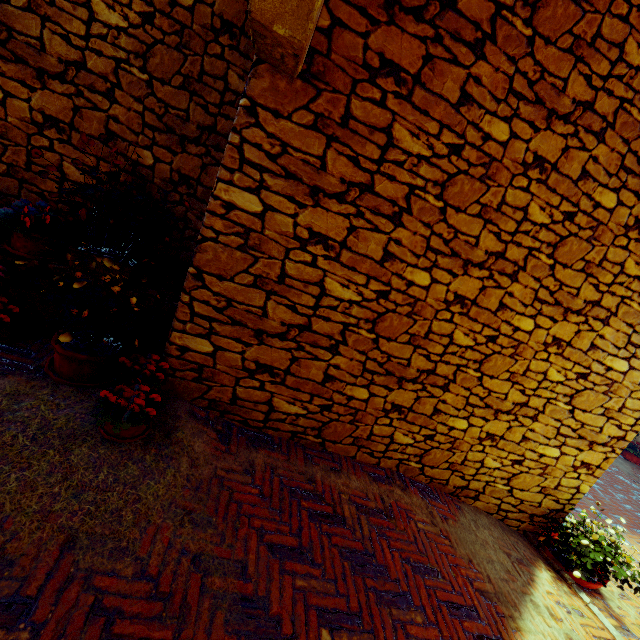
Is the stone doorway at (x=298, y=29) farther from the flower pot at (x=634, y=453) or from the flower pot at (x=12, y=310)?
the flower pot at (x=634, y=453)

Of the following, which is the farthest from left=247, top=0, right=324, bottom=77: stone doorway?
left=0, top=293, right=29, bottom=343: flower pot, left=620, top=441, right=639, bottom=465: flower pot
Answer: left=620, top=441, right=639, bottom=465: flower pot

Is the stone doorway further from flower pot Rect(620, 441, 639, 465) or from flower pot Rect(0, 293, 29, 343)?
flower pot Rect(620, 441, 639, 465)

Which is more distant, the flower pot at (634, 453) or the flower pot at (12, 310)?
the flower pot at (634, 453)

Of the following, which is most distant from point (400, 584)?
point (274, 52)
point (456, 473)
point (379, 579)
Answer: point (274, 52)
